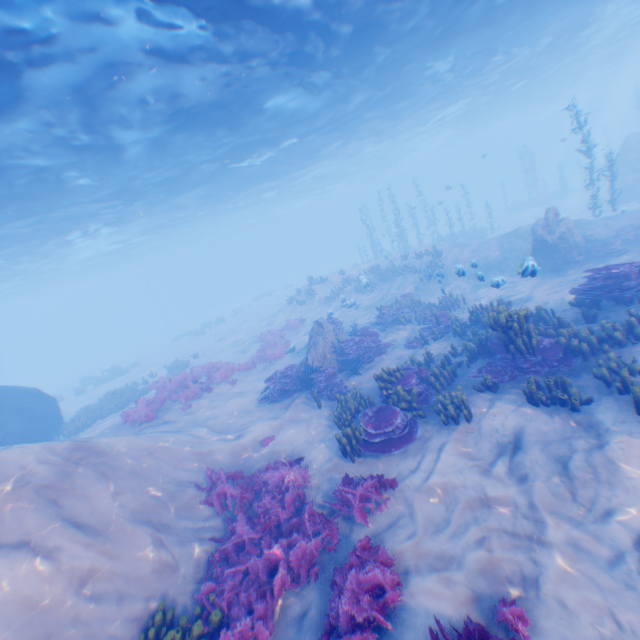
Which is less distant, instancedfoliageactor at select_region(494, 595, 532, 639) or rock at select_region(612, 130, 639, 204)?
instancedfoliageactor at select_region(494, 595, 532, 639)

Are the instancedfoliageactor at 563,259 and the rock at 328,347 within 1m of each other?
no

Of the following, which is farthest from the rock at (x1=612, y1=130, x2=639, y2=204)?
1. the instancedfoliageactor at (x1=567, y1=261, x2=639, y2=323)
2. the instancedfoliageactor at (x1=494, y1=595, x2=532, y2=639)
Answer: the instancedfoliageactor at (x1=494, y1=595, x2=532, y2=639)

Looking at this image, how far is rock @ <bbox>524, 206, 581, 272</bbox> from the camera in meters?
15.3 m

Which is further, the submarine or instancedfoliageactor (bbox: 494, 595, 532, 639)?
the submarine

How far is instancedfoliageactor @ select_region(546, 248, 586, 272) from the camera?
15.2 meters

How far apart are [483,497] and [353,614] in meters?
3.1

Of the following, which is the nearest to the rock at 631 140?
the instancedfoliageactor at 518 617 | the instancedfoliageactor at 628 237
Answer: the instancedfoliageactor at 628 237
